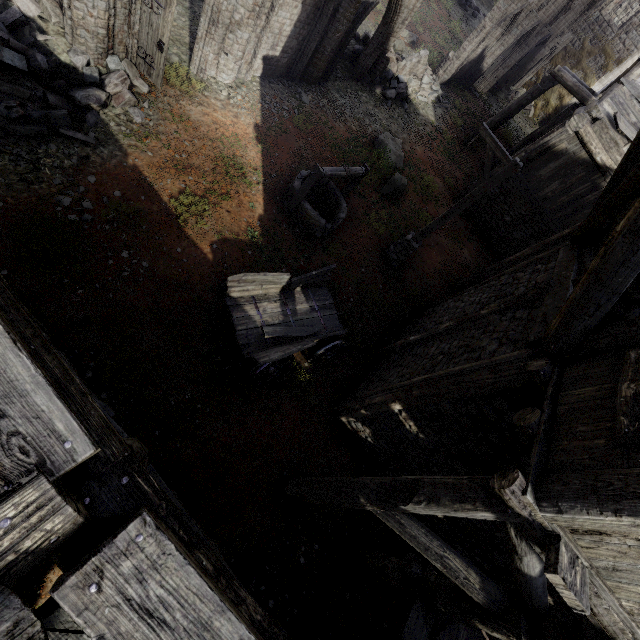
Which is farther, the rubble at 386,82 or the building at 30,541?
the rubble at 386,82

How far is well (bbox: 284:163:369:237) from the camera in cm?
903

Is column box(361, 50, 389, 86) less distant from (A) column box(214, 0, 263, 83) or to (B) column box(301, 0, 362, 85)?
(B) column box(301, 0, 362, 85)

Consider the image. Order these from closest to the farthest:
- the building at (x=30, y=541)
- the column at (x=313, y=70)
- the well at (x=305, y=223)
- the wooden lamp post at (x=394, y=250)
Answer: the building at (x=30, y=541) < the wooden lamp post at (x=394, y=250) < the well at (x=305, y=223) < the column at (x=313, y=70)

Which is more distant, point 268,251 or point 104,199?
point 268,251

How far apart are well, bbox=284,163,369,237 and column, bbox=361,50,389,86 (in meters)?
Result: 7.93

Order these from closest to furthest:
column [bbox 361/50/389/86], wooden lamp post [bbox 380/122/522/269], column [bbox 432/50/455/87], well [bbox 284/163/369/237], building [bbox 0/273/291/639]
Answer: building [bbox 0/273/291/639]
wooden lamp post [bbox 380/122/522/269]
well [bbox 284/163/369/237]
column [bbox 361/50/389/86]
column [bbox 432/50/455/87]

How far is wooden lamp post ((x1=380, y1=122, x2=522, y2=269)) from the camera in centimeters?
835cm
